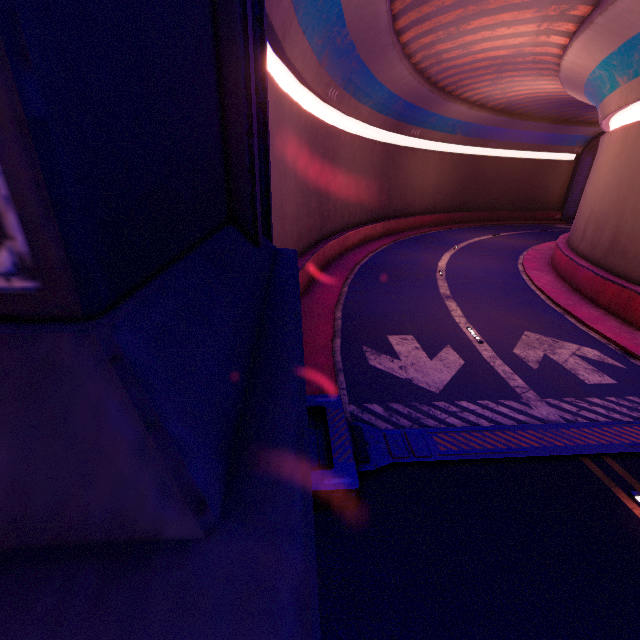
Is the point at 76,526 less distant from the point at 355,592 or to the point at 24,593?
the point at 24,593

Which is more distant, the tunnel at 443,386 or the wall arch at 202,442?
the tunnel at 443,386

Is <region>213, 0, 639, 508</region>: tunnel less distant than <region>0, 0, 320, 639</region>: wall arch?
No
